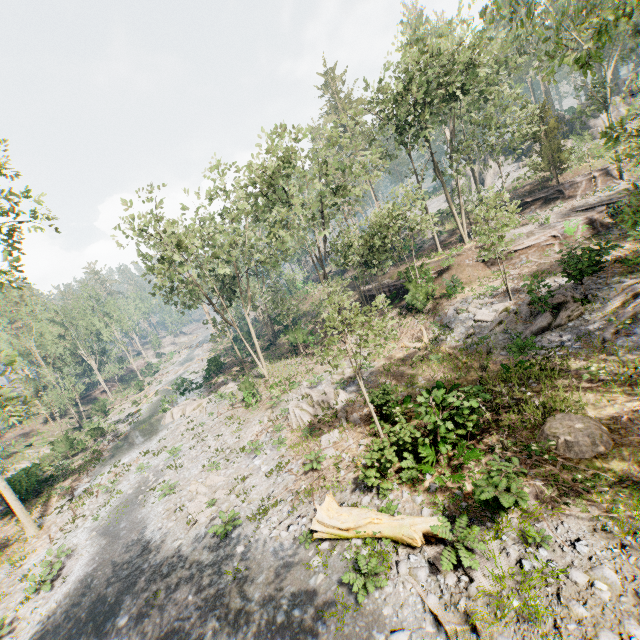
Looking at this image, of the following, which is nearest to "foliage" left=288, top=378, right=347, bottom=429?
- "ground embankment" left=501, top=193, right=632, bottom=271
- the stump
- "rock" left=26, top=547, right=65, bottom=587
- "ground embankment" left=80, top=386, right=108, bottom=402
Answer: "ground embankment" left=80, top=386, right=108, bottom=402

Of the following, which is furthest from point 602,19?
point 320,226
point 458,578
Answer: point 320,226

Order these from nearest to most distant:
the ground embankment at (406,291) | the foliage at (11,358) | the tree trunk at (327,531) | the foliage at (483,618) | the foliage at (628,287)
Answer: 1. the foliage at (483,618)
2. the tree trunk at (327,531)
3. the foliage at (628,287)
4. the foliage at (11,358)
5. the ground embankment at (406,291)

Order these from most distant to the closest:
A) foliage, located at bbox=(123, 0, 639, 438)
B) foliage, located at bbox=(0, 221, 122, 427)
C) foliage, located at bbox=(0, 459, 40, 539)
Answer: foliage, located at bbox=(0, 459, 40, 539)
foliage, located at bbox=(0, 221, 122, 427)
foliage, located at bbox=(123, 0, 639, 438)

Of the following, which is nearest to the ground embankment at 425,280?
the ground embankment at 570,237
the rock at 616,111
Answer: the ground embankment at 570,237

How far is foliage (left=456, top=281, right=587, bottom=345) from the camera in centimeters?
1684cm

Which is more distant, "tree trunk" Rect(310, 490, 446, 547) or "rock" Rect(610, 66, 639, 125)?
"rock" Rect(610, 66, 639, 125)

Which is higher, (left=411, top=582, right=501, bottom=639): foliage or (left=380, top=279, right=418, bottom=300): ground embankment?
(left=380, top=279, right=418, bottom=300): ground embankment
